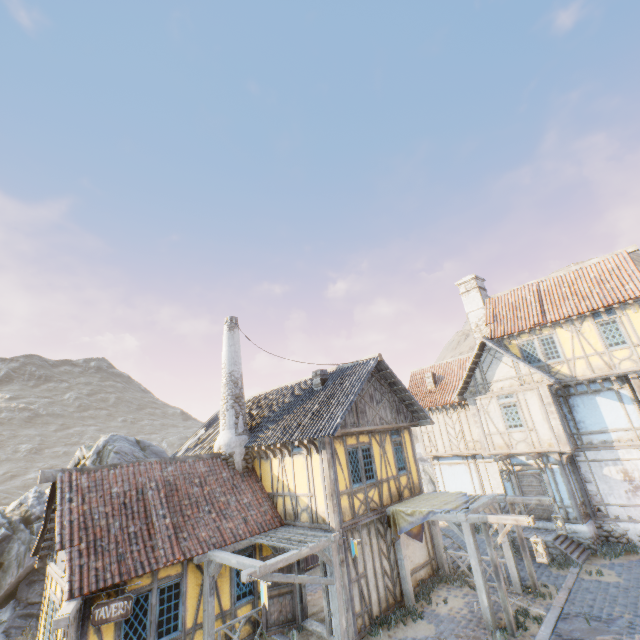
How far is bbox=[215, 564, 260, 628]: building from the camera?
10.1 meters

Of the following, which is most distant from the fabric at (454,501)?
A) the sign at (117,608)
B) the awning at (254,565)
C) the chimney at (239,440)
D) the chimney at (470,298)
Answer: the chimney at (470,298)

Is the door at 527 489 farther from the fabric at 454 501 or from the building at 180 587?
the building at 180 587

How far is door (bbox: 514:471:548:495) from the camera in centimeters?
1523cm

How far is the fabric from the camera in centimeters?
1104cm

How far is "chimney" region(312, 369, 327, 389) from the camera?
14.5m

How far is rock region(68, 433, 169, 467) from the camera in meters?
16.7 m

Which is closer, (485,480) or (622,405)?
(622,405)
